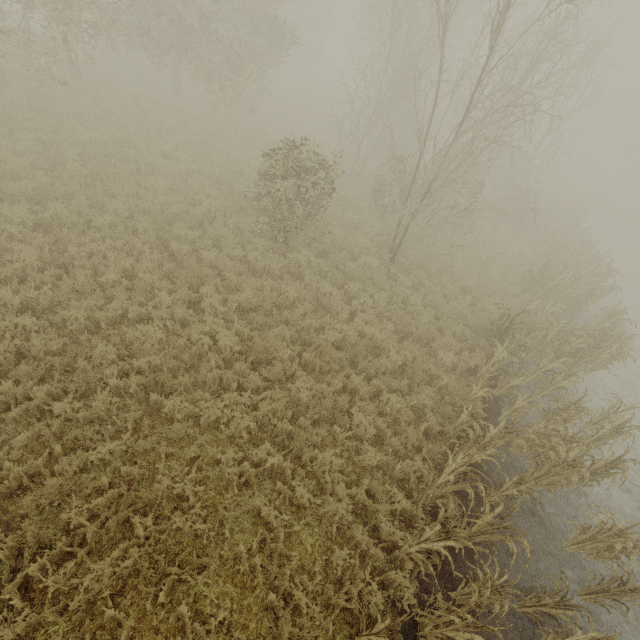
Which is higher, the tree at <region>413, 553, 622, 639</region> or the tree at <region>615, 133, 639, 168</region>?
the tree at <region>615, 133, 639, 168</region>

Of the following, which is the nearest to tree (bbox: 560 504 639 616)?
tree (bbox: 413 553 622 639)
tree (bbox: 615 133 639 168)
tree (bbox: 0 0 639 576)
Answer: tree (bbox: 413 553 622 639)

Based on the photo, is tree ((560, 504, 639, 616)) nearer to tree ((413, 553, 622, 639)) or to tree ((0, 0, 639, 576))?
tree ((413, 553, 622, 639))

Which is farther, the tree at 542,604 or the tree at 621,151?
the tree at 621,151

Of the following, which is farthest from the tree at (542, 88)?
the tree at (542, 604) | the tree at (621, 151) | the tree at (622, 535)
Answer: the tree at (621, 151)

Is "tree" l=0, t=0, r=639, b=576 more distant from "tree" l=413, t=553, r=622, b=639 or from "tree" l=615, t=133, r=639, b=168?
"tree" l=615, t=133, r=639, b=168

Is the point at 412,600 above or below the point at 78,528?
above

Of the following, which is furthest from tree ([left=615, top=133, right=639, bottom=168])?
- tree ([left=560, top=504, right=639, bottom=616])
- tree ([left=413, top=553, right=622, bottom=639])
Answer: tree ([left=413, top=553, right=622, bottom=639])
